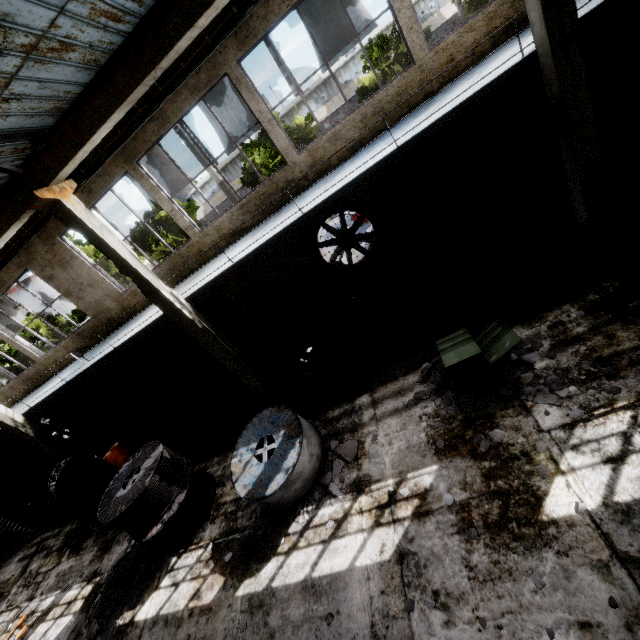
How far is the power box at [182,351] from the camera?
13.4m

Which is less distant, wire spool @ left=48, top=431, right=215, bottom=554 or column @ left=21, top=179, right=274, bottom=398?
column @ left=21, top=179, right=274, bottom=398

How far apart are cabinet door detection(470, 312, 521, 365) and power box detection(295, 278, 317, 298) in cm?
576

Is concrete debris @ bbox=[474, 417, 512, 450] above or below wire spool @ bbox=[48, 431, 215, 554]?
below

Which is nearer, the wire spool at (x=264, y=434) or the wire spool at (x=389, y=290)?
the wire spool at (x=264, y=434)

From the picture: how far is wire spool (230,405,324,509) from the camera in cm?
660

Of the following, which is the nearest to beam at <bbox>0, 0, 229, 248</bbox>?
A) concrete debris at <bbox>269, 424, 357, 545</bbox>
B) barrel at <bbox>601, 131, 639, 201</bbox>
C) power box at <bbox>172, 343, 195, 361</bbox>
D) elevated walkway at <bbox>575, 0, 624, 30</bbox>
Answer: elevated walkway at <bbox>575, 0, 624, 30</bbox>

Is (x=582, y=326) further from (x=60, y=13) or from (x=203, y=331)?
Answer: (x=60, y=13)
